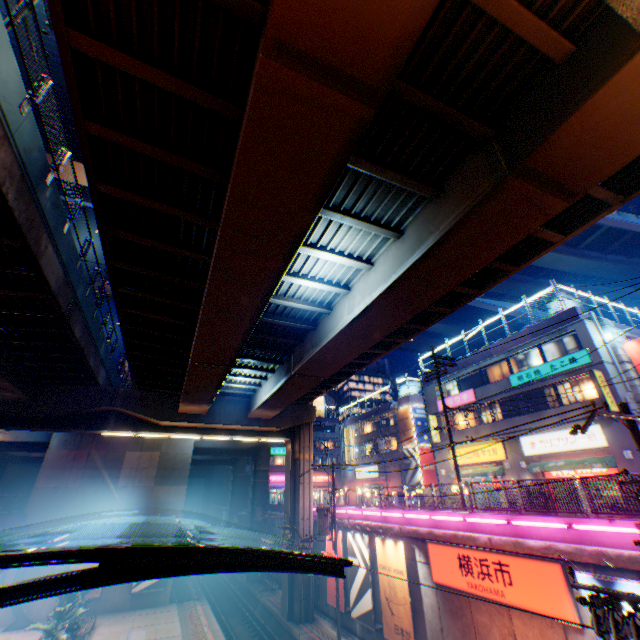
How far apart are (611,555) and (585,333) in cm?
1566

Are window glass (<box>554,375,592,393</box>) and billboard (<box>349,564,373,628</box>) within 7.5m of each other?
no

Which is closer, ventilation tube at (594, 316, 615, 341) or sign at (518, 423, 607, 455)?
sign at (518, 423, 607, 455)

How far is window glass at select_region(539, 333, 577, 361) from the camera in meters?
22.2 m

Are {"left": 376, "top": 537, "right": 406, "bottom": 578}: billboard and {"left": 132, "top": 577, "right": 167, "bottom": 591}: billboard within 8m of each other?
Answer: no

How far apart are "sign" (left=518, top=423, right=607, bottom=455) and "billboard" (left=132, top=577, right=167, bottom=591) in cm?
2990

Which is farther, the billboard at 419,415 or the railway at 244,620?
the billboard at 419,415

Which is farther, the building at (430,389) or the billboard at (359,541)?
the building at (430,389)
